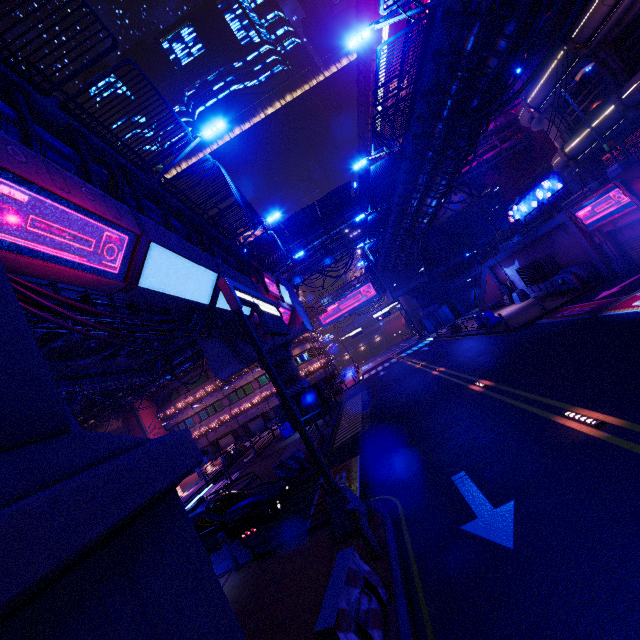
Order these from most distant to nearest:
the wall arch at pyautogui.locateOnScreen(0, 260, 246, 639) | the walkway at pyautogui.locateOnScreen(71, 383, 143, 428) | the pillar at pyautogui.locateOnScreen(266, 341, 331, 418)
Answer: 1. the walkway at pyautogui.locateOnScreen(71, 383, 143, 428)
2. the pillar at pyautogui.locateOnScreen(266, 341, 331, 418)
3. the wall arch at pyautogui.locateOnScreen(0, 260, 246, 639)

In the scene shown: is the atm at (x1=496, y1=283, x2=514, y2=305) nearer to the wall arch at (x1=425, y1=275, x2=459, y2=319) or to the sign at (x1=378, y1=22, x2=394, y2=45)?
the wall arch at (x1=425, y1=275, x2=459, y2=319)

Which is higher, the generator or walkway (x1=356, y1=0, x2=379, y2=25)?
walkway (x1=356, y1=0, x2=379, y2=25)

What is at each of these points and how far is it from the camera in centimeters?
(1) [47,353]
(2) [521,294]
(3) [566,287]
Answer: (1) vent, 1766cm
(2) street light, 2788cm
(3) generator, 2066cm

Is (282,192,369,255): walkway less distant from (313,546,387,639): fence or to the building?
the building

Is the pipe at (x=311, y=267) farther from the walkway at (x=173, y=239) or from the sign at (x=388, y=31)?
the sign at (x=388, y=31)

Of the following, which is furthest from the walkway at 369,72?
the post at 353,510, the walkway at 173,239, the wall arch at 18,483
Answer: the post at 353,510

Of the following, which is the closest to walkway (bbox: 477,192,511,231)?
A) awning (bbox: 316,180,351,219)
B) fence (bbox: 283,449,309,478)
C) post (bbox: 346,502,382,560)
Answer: awning (bbox: 316,180,351,219)
